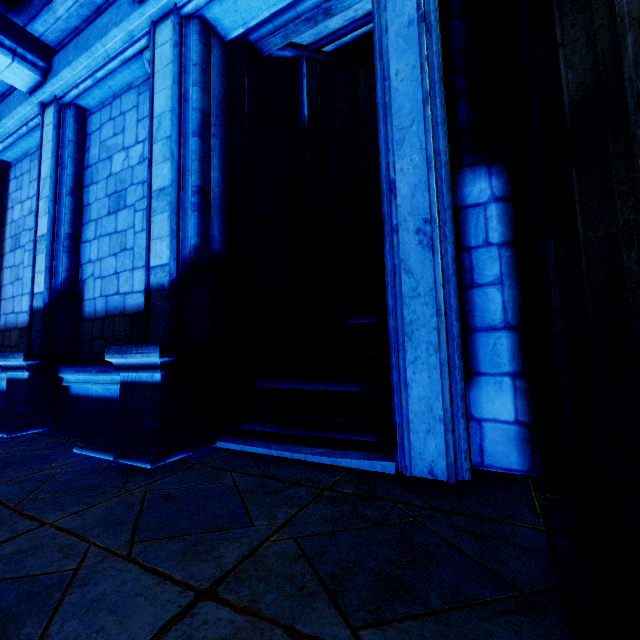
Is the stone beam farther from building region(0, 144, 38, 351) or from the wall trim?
the wall trim

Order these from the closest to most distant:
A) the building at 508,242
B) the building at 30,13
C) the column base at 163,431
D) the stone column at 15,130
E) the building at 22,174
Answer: the building at 508,242 → the column base at 163,431 → the stone column at 15,130 → the building at 30,13 → the building at 22,174

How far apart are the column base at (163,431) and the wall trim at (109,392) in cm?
2

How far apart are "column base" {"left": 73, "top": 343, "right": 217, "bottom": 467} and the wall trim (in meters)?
0.02

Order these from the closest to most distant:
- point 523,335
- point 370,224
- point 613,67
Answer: point 613,67
point 523,335
point 370,224

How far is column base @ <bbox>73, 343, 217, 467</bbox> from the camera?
3.3m

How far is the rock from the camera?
2.48m

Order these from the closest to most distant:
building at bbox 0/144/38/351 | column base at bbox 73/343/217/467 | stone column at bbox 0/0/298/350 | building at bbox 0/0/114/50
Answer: column base at bbox 73/343/217/467
stone column at bbox 0/0/298/350
building at bbox 0/0/114/50
building at bbox 0/144/38/351
